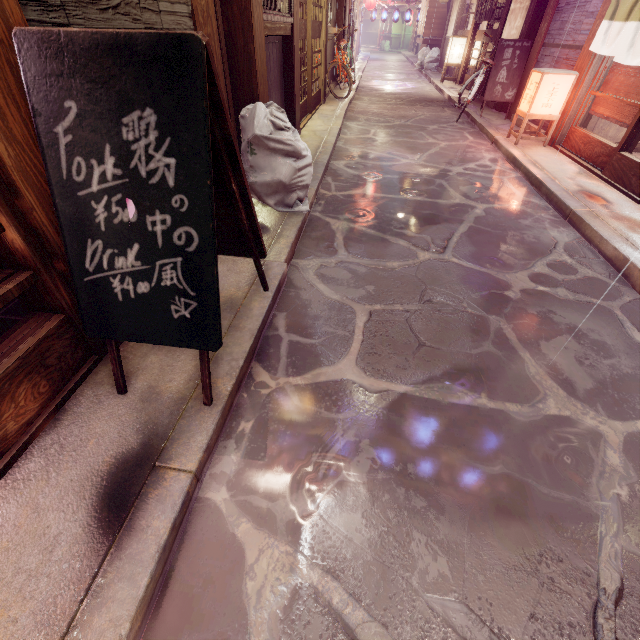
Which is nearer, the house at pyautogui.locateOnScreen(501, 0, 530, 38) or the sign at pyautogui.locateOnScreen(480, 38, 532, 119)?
the sign at pyautogui.locateOnScreen(480, 38, 532, 119)

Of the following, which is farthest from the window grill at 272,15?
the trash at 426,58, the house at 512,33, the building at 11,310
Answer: the trash at 426,58

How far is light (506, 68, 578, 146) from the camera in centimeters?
986cm

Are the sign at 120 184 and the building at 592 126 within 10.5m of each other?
no

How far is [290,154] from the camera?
5.9 meters

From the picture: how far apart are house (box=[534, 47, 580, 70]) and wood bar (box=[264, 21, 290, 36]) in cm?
906

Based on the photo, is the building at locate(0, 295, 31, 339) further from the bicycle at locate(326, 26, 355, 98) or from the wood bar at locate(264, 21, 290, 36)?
the bicycle at locate(326, 26, 355, 98)

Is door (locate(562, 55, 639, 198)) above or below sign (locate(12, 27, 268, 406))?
below
